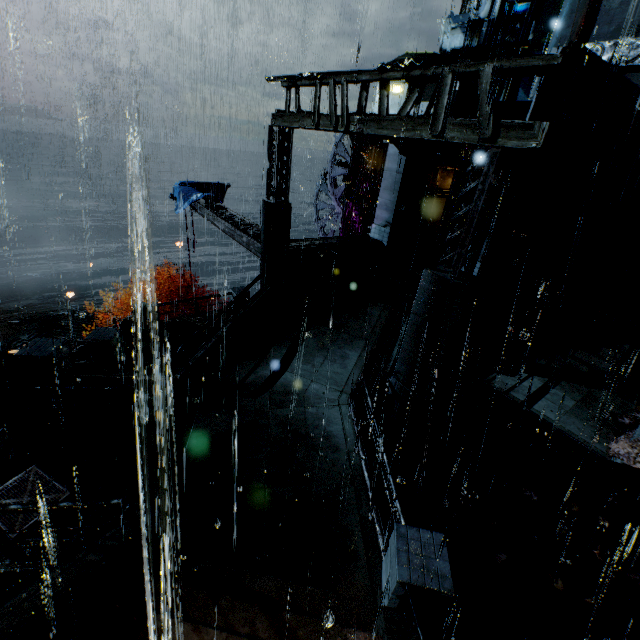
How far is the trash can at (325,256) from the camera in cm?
1413

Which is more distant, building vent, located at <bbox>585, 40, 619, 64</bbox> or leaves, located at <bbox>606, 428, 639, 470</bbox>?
building vent, located at <bbox>585, 40, 619, 64</bbox>

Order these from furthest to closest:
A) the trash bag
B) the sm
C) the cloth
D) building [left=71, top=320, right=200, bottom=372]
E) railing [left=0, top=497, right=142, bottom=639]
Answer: the cloth, the sm, building [left=71, top=320, right=200, bottom=372], the trash bag, railing [left=0, top=497, right=142, bottom=639]

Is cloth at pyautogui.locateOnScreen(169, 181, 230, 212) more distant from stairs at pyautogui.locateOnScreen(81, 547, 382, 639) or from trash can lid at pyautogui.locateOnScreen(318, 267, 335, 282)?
stairs at pyautogui.locateOnScreen(81, 547, 382, 639)

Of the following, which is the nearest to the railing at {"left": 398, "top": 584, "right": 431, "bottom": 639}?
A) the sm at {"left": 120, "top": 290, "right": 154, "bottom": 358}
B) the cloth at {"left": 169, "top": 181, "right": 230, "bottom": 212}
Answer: the sm at {"left": 120, "top": 290, "right": 154, "bottom": 358}

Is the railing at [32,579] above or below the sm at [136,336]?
above

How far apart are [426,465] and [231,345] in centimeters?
719cm

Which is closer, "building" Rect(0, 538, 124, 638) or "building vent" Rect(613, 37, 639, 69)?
"building" Rect(0, 538, 124, 638)
